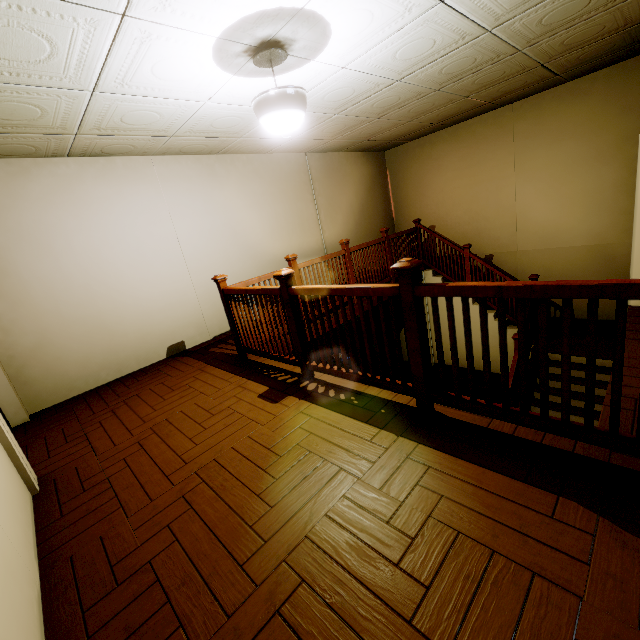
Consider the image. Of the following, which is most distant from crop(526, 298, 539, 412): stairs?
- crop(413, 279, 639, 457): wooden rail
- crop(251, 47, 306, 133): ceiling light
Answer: crop(251, 47, 306, 133): ceiling light

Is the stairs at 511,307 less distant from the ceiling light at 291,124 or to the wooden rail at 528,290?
the wooden rail at 528,290

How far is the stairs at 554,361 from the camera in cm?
512

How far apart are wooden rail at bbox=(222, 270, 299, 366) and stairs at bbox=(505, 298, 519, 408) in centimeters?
309cm

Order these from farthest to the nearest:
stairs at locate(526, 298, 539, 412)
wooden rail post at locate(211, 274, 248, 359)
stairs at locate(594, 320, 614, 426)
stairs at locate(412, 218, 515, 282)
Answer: stairs at locate(412, 218, 515, 282)
stairs at locate(526, 298, 539, 412)
stairs at locate(594, 320, 614, 426)
wooden rail post at locate(211, 274, 248, 359)

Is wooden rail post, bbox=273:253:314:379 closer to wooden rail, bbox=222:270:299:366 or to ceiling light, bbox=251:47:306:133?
wooden rail, bbox=222:270:299:366

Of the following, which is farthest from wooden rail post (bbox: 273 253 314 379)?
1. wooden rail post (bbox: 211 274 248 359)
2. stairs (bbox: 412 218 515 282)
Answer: Answer: stairs (bbox: 412 218 515 282)

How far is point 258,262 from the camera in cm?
582
